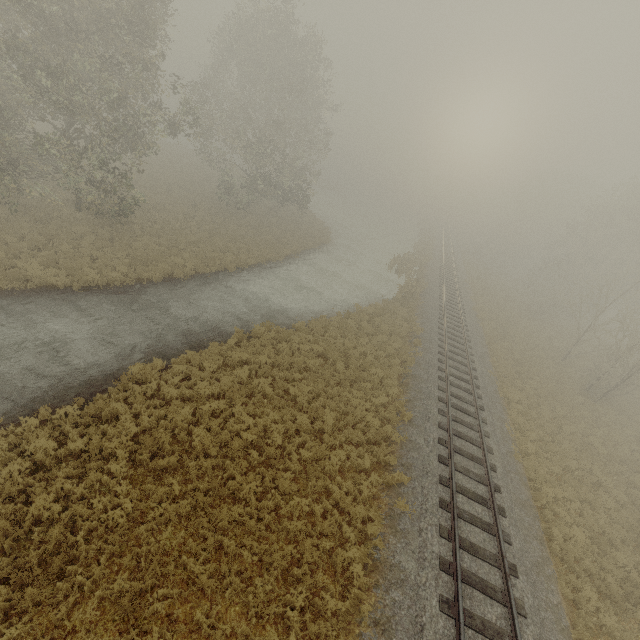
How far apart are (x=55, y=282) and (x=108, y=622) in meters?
14.0 m

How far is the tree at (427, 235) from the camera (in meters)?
27.93

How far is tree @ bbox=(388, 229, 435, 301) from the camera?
27.9m
